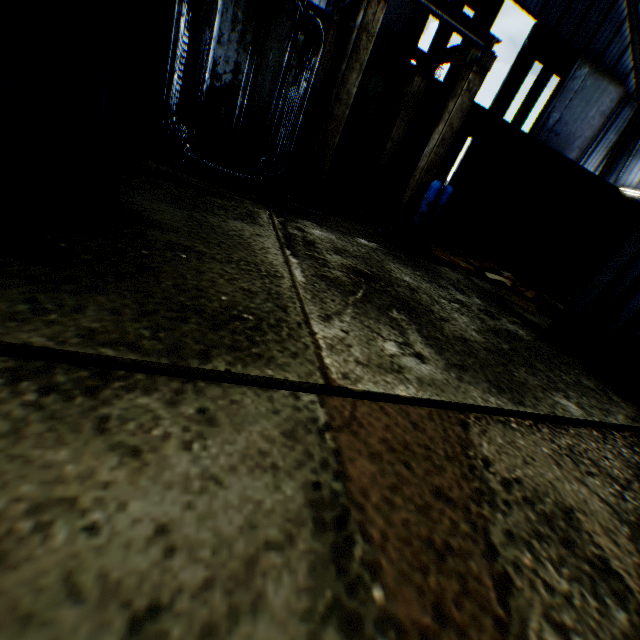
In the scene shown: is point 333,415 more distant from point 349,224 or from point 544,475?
point 349,224

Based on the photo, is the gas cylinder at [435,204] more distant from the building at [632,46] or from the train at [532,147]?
the building at [632,46]

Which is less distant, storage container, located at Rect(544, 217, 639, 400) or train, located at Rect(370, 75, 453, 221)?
storage container, located at Rect(544, 217, 639, 400)

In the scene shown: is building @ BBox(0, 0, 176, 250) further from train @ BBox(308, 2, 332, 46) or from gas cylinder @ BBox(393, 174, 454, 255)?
gas cylinder @ BBox(393, 174, 454, 255)

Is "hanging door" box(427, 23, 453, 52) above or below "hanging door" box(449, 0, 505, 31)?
below

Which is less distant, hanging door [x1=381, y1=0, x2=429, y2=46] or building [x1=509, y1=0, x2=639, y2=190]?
hanging door [x1=381, y1=0, x2=429, y2=46]
